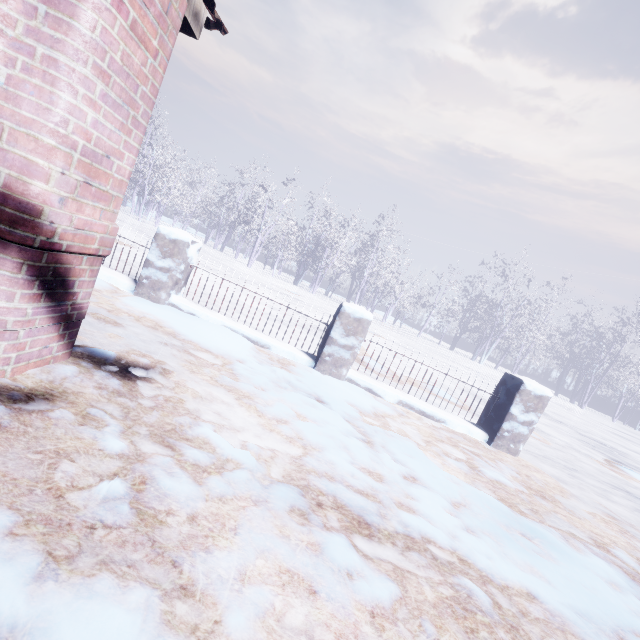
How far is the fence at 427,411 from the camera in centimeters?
387cm

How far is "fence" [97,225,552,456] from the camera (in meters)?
3.87

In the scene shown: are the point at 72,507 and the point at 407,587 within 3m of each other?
yes
